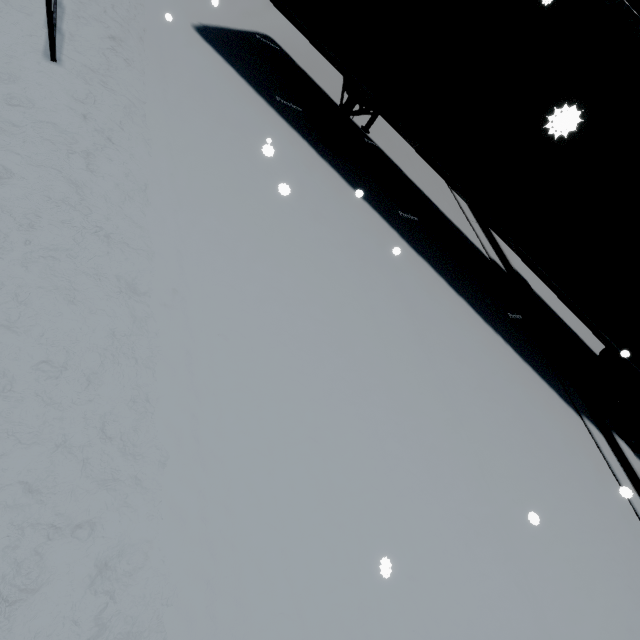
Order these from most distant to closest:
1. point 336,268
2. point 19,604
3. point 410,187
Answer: point 410,187
point 336,268
point 19,604
